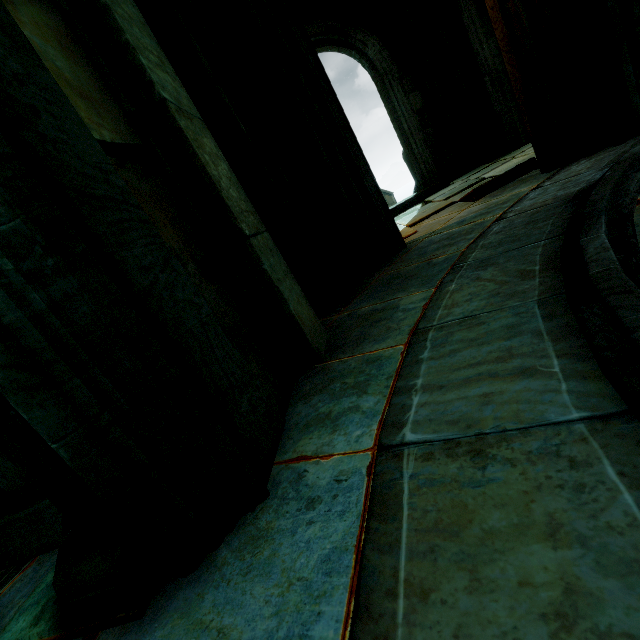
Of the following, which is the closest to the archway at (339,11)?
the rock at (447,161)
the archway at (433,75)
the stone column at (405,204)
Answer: the archway at (433,75)

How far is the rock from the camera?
8.3 meters

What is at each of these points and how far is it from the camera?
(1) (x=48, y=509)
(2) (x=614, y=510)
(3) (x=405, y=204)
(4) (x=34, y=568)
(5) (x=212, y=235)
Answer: (1) trim, 1.8 meters
(2) building, 0.6 meters
(3) stone column, 8.3 meters
(4) building, 1.6 meters
(5) stone beam, 1.8 meters

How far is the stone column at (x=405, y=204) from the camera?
8.1 meters

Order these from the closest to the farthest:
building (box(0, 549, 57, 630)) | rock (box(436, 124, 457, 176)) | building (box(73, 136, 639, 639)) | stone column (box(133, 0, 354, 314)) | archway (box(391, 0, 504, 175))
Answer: building (box(73, 136, 639, 639)), building (box(0, 549, 57, 630)), stone column (box(133, 0, 354, 314)), archway (box(391, 0, 504, 175)), rock (box(436, 124, 457, 176))

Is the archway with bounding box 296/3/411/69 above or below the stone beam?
above

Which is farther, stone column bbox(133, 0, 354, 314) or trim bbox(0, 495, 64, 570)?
stone column bbox(133, 0, 354, 314)

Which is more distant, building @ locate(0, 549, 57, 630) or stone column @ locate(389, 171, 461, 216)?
stone column @ locate(389, 171, 461, 216)
